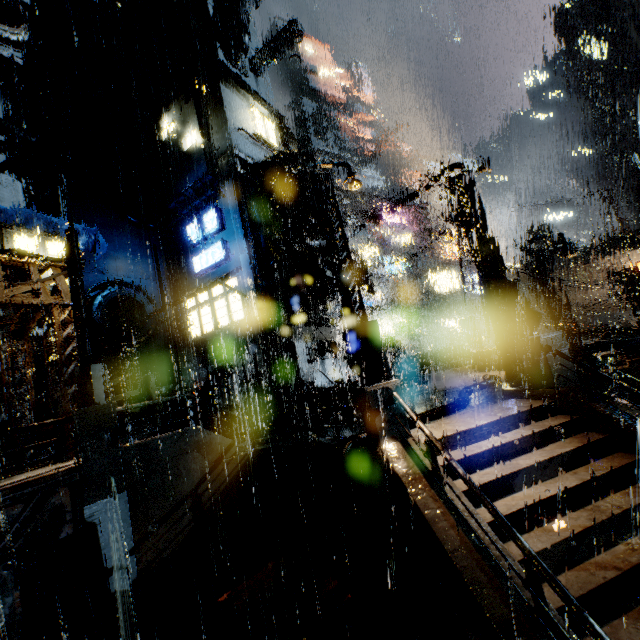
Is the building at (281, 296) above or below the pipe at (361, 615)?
above

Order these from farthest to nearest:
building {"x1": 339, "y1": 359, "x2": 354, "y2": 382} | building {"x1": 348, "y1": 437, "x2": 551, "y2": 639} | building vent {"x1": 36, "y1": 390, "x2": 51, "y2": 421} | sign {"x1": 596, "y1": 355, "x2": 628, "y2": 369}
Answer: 1. building {"x1": 339, "y1": 359, "x2": 354, "y2": 382}
2. sign {"x1": 596, "y1": 355, "x2": 628, "y2": 369}
3. building vent {"x1": 36, "y1": 390, "x2": 51, "y2": 421}
4. building {"x1": 348, "y1": 437, "x2": 551, "y2": 639}

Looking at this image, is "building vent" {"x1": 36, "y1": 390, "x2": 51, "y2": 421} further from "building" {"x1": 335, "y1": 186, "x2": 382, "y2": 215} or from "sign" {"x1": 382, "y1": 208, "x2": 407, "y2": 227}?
"sign" {"x1": 382, "y1": 208, "x2": 407, "y2": 227}

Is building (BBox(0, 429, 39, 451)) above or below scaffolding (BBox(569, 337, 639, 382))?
above

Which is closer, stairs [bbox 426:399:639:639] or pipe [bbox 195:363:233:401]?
stairs [bbox 426:399:639:639]

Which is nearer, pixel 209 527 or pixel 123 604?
pixel 123 604

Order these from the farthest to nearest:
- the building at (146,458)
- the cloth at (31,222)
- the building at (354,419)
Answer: the cloth at (31,222) → the building at (354,419) → the building at (146,458)

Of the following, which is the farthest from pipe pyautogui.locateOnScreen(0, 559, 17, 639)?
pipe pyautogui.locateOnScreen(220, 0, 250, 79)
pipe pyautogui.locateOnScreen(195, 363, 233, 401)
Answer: pipe pyautogui.locateOnScreen(220, 0, 250, 79)
